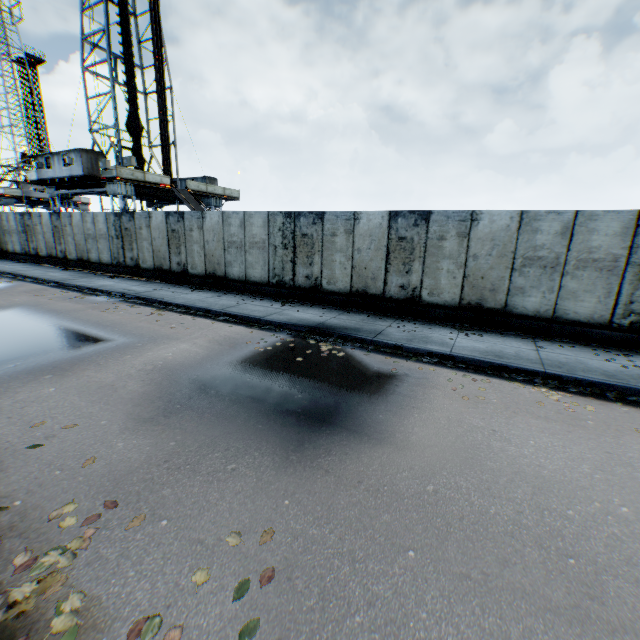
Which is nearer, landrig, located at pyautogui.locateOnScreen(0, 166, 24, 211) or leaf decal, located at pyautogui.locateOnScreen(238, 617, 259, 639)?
leaf decal, located at pyautogui.locateOnScreen(238, 617, 259, 639)

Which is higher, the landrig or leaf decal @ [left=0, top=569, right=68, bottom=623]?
the landrig

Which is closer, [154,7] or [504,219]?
[504,219]

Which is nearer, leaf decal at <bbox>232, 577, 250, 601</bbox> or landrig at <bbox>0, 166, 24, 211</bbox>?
leaf decal at <bbox>232, 577, 250, 601</bbox>

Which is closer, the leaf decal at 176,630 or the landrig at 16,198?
the leaf decal at 176,630

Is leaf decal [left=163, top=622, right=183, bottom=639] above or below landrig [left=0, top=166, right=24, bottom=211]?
below

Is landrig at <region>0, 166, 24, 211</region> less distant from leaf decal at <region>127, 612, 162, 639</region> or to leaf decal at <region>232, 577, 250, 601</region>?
leaf decal at <region>127, 612, 162, 639</region>

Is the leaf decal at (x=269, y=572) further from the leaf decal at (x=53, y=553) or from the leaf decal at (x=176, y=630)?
the leaf decal at (x=53, y=553)
